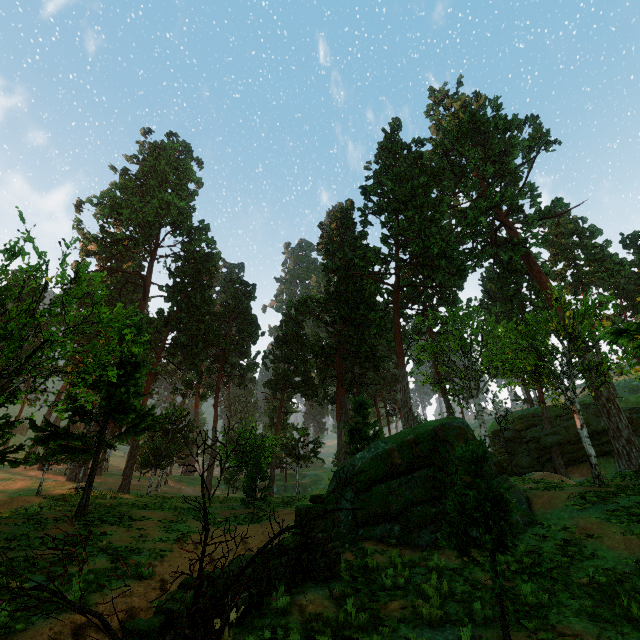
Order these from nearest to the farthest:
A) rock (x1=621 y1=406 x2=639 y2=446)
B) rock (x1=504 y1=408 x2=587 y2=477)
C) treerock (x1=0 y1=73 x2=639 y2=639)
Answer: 1. treerock (x1=0 y1=73 x2=639 y2=639)
2. rock (x1=621 y1=406 x2=639 y2=446)
3. rock (x1=504 y1=408 x2=587 y2=477)

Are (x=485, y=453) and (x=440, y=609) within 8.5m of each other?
yes

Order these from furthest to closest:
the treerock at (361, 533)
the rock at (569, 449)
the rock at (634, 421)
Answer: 1. the rock at (569, 449)
2. the rock at (634, 421)
3. the treerock at (361, 533)

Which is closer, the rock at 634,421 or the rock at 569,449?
the rock at 634,421

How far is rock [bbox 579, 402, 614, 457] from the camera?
33.2 meters

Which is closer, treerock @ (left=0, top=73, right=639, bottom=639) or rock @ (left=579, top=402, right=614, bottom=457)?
treerock @ (left=0, top=73, right=639, bottom=639)
